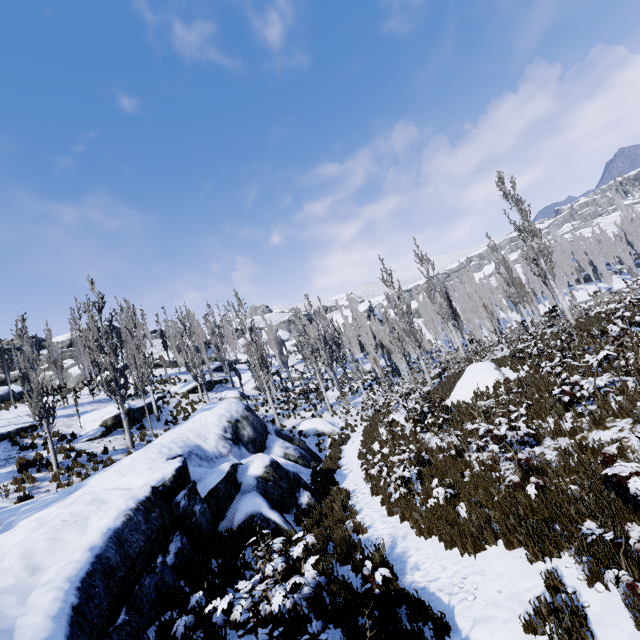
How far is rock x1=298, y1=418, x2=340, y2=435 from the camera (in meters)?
22.65

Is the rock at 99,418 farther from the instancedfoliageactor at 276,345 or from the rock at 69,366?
the rock at 69,366

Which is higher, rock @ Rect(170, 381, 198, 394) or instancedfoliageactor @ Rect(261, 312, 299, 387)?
instancedfoliageactor @ Rect(261, 312, 299, 387)

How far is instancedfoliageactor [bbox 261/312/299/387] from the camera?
42.0 meters

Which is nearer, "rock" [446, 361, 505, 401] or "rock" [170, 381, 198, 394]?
"rock" [446, 361, 505, 401]

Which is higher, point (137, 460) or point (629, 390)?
point (137, 460)

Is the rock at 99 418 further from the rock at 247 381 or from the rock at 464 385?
the rock at 464 385

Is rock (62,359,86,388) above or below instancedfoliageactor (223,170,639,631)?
above
